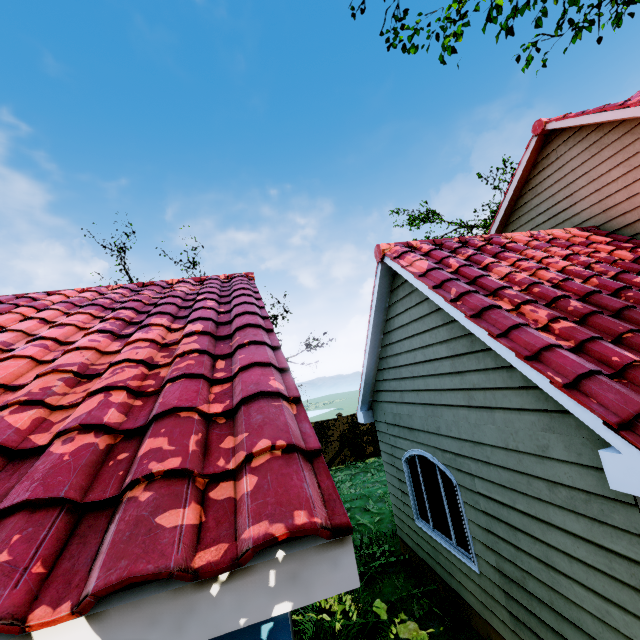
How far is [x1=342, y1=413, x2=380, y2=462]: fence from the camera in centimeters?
1666cm

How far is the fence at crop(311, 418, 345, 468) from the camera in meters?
16.3 m

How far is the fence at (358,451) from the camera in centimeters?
1666cm

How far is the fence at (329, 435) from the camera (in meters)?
16.33

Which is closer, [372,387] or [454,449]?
[454,449]
